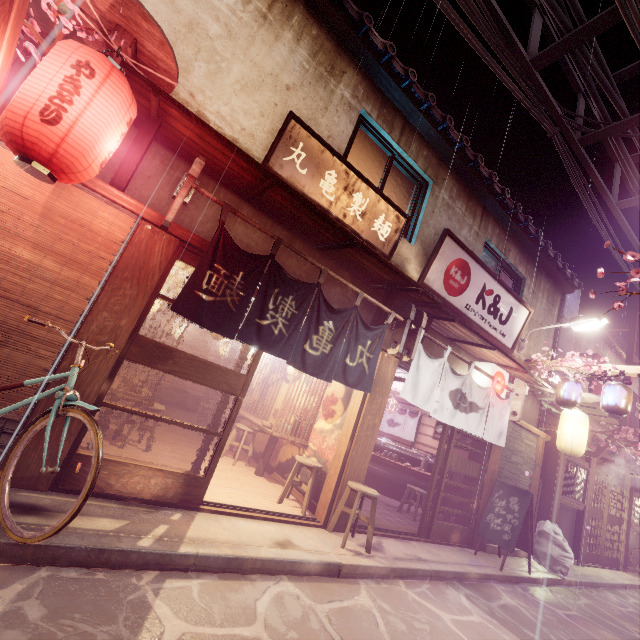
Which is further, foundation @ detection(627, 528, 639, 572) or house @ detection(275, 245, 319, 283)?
foundation @ detection(627, 528, 639, 572)

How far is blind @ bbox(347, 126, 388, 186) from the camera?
10.7 meters

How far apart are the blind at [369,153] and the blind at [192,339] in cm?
1444

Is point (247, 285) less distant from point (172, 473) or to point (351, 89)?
point (172, 473)

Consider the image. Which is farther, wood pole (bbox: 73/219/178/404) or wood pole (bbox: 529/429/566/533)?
wood pole (bbox: 529/429/566/533)

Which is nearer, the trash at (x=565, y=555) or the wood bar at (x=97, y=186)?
the wood bar at (x=97, y=186)

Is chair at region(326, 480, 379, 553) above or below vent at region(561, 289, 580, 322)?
below

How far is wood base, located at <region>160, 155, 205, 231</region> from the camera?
6.18m
